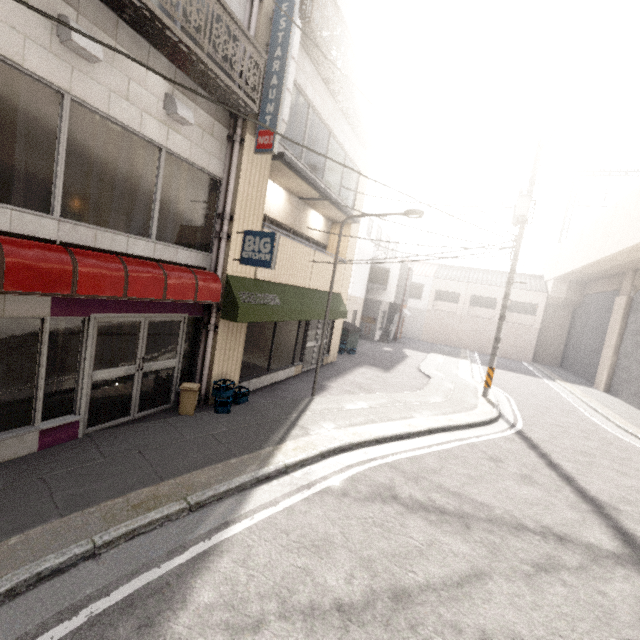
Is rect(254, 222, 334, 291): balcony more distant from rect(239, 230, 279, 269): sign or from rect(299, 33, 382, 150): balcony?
rect(299, 33, 382, 150): balcony

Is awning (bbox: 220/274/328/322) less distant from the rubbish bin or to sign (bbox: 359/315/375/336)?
the rubbish bin

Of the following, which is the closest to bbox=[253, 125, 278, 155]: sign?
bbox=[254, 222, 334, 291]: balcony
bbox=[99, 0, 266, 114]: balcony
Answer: bbox=[99, 0, 266, 114]: balcony

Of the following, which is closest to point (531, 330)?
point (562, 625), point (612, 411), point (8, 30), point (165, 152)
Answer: point (612, 411)

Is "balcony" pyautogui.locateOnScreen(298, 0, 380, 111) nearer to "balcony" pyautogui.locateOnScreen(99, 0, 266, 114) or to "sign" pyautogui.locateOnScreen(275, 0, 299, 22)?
"sign" pyautogui.locateOnScreen(275, 0, 299, 22)

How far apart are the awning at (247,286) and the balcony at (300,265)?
0.0 meters

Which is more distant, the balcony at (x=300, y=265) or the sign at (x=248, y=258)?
the balcony at (x=300, y=265)

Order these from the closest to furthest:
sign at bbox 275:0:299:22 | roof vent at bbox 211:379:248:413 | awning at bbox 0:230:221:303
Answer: awning at bbox 0:230:221:303 → sign at bbox 275:0:299:22 → roof vent at bbox 211:379:248:413
